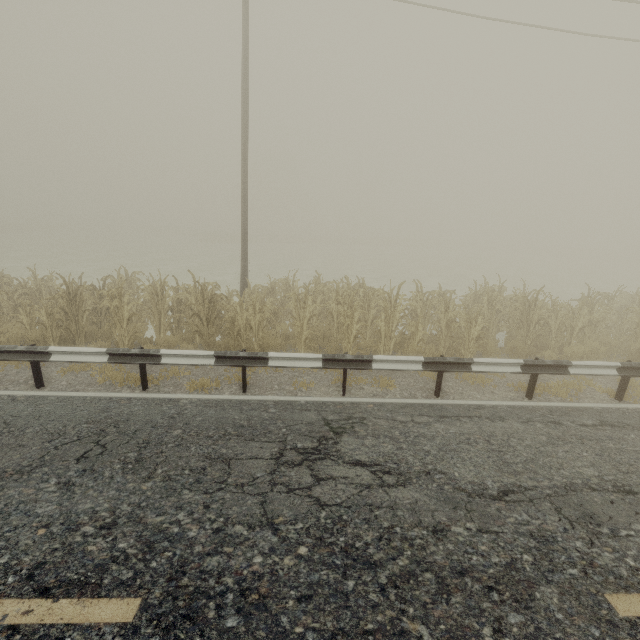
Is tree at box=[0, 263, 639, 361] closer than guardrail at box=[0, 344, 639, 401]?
No

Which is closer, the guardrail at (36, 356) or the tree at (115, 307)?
the guardrail at (36, 356)

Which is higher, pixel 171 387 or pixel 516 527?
pixel 516 527
